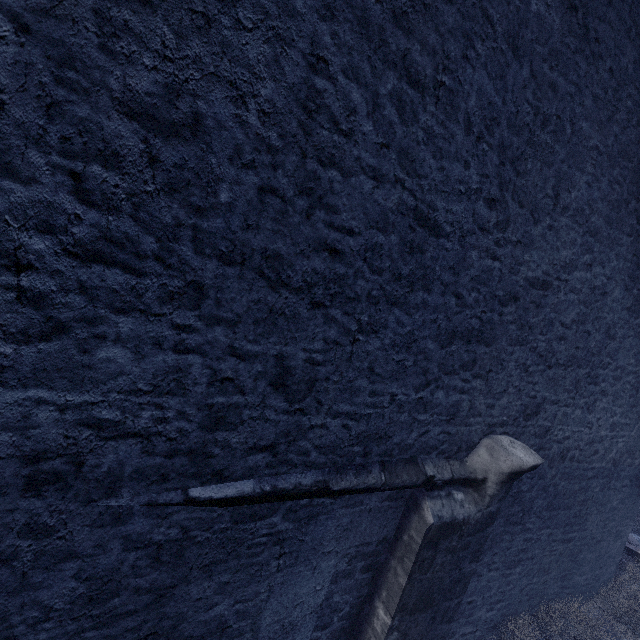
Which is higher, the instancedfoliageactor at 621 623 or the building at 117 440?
the building at 117 440

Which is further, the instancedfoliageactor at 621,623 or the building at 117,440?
the instancedfoliageactor at 621,623

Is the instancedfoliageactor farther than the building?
Yes

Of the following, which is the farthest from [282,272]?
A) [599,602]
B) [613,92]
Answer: [599,602]

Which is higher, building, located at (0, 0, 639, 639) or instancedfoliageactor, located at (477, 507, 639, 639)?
building, located at (0, 0, 639, 639)
